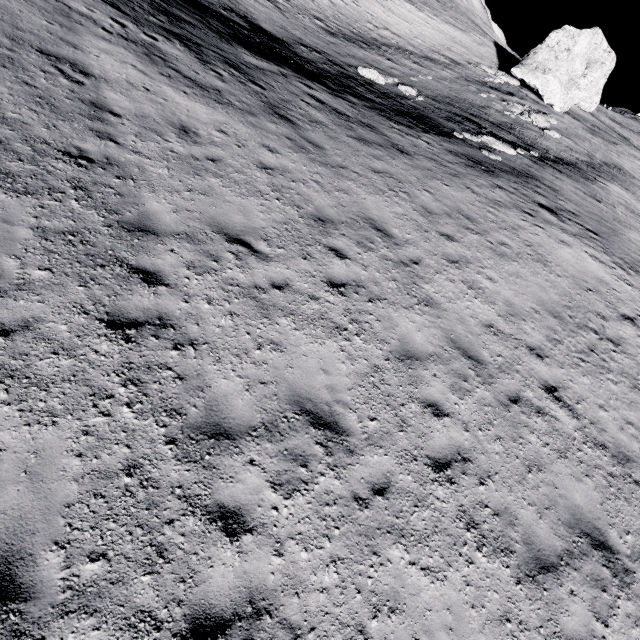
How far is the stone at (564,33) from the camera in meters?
31.1

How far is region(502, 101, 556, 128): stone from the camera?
25.1 meters

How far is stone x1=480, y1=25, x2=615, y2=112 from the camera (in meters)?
31.11

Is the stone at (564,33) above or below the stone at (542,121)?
above

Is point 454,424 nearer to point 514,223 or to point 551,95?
point 514,223

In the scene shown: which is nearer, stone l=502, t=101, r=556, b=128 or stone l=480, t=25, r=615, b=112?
stone l=502, t=101, r=556, b=128

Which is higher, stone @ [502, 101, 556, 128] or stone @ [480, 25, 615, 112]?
stone @ [480, 25, 615, 112]
